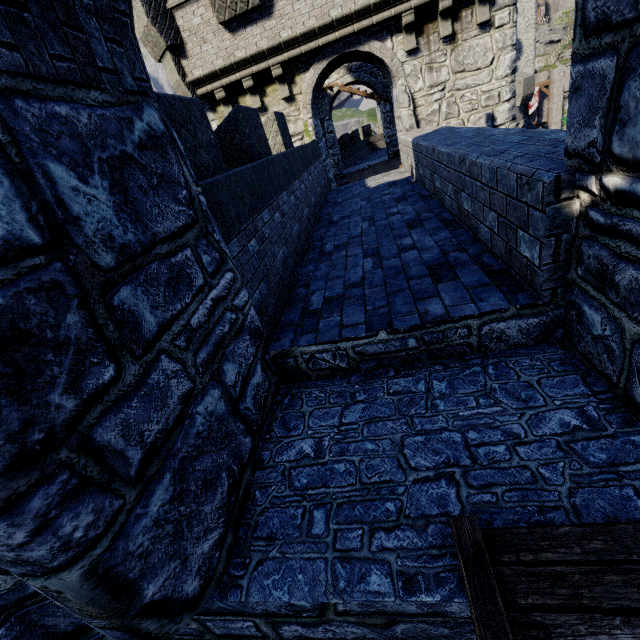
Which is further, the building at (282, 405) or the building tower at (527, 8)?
the building tower at (527, 8)

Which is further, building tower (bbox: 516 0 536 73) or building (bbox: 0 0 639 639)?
building tower (bbox: 516 0 536 73)

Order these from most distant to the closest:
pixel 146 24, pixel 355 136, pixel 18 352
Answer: pixel 355 136 → pixel 146 24 → pixel 18 352
